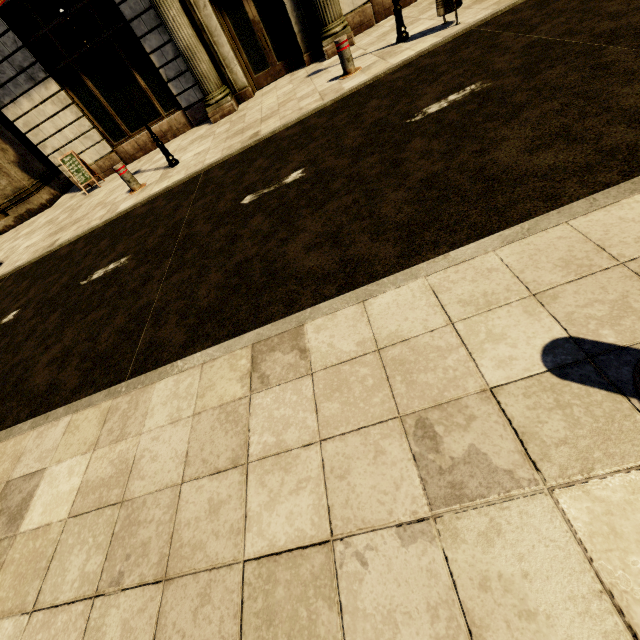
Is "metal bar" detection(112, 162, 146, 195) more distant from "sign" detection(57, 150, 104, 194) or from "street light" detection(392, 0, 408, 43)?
"street light" detection(392, 0, 408, 43)

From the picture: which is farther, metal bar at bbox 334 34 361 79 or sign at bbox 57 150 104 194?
sign at bbox 57 150 104 194

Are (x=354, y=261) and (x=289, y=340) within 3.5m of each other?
yes

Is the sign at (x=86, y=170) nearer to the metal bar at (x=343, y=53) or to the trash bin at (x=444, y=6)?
the metal bar at (x=343, y=53)

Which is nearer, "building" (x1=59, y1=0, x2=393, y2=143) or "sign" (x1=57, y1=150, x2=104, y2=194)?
"building" (x1=59, y1=0, x2=393, y2=143)

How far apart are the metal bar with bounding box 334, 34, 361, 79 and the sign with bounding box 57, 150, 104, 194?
7.5m

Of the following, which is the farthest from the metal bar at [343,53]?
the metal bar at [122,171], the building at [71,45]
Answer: the metal bar at [122,171]

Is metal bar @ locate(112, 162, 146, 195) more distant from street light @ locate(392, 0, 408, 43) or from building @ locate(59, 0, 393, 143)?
street light @ locate(392, 0, 408, 43)
